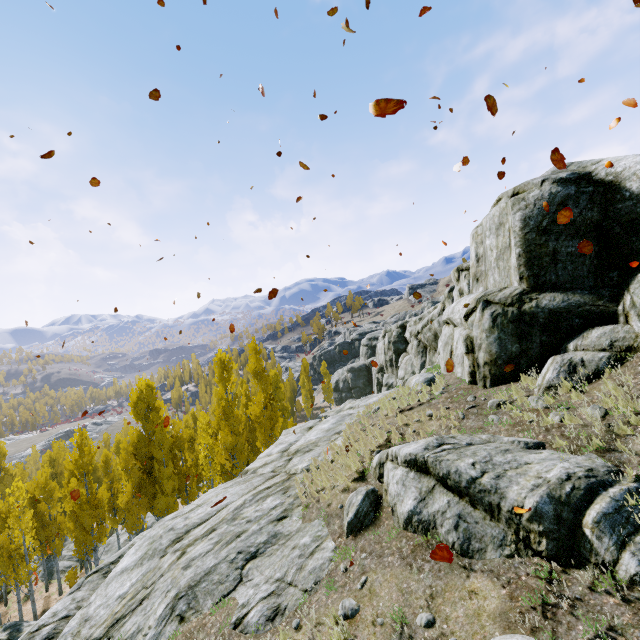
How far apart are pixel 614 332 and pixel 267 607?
10.29m

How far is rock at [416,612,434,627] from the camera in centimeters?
473cm

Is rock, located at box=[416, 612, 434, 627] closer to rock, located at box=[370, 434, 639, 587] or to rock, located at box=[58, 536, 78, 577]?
rock, located at box=[370, 434, 639, 587]

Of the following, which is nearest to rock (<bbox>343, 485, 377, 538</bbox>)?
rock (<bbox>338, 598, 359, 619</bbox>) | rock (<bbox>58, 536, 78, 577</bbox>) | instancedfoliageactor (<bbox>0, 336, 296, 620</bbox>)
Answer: instancedfoliageactor (<bbox>0, 336, 296, 620</bbox>)

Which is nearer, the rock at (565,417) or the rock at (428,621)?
the rock at (428,621)

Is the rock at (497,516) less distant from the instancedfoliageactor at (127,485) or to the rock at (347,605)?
the instancedfoliageactor at (127,485)

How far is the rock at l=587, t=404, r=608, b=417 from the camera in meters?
6.5

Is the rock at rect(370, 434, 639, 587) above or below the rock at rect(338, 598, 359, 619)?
above
